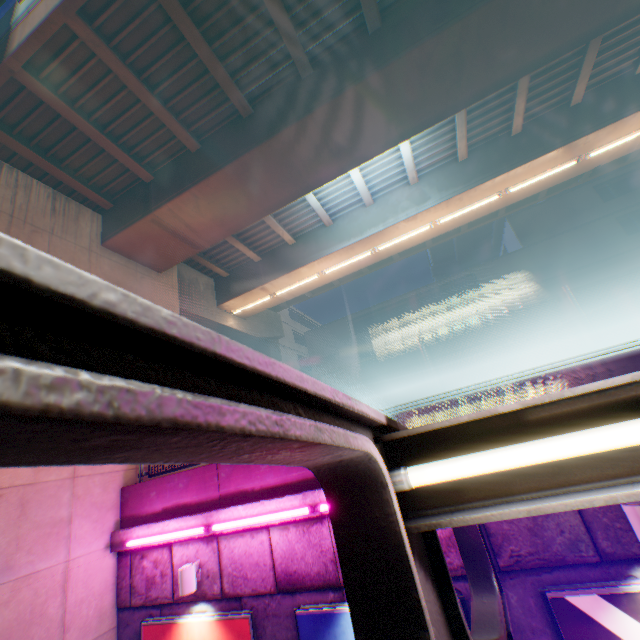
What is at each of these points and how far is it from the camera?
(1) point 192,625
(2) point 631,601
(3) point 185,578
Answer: (1) billboard, 5.87m
(2) billboard, 3.74m
(3) street lamp, 5.86m

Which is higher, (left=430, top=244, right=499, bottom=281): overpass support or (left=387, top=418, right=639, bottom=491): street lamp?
(left=430, top=244, right=499, bottom=281): overpass support

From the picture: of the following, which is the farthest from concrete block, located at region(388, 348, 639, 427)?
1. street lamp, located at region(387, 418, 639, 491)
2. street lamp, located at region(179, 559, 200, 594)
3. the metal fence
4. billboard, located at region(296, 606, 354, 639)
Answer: street lamp, located at region(387, 418, 639, 491)

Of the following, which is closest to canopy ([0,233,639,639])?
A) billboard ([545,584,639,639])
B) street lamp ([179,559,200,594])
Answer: billboard ([545,584,639,639])

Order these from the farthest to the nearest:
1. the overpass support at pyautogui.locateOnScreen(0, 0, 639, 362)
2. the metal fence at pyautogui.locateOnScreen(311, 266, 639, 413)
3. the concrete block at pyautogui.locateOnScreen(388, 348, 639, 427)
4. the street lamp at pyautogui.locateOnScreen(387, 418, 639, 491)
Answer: the overpass support at pyautogui.locateOnScreen(0, 0, 639, 362) → the metal fence at pyautogui.locateOnScreen(311, 266, 639, 413) → the concrete block at pyautogui.locateOnScreen(388, 348, 639, 427) → the street lamp at pyautogui.locateOnScreen(387, 418, 639, 491)

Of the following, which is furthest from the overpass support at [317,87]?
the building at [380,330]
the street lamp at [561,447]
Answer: the building at [380,330]

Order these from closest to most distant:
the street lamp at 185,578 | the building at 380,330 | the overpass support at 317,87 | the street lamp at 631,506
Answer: the street lamp at 631,506
the street lamp at 185,578
the overpass support at 317,87
the building at 380,330

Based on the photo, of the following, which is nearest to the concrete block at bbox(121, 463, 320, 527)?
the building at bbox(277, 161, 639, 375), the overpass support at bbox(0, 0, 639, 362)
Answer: the overpass support at bbox(0, 0, 639, 362)
